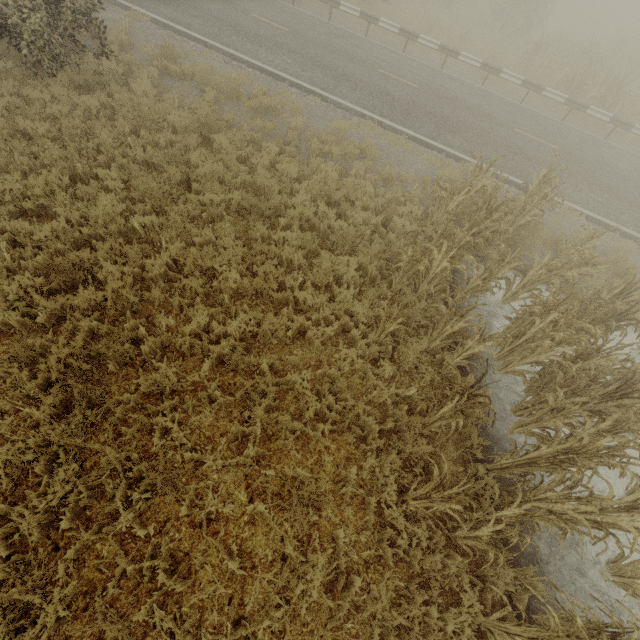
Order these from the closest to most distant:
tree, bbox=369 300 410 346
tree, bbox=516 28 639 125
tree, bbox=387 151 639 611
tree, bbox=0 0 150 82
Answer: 1. tree, bbox=387 151 639 611
2. tree, bbox=369 300 410 346
3. tree, bbox=0 0 150 82
4. tree, bbox=516 28 639 125

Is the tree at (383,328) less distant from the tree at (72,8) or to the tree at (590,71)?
the tree at (72,8)

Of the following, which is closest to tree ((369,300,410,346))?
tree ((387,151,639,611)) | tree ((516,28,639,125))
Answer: tree ((387,151,639,611))

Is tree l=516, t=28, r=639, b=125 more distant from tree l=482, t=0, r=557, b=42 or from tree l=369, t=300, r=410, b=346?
tree l=369, t=300, r=410, b=346

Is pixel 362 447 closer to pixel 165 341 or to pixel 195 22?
pixel 165 341

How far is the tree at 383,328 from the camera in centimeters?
524cm

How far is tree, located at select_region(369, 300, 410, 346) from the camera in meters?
5.2

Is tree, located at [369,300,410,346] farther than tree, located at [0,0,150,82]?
No
